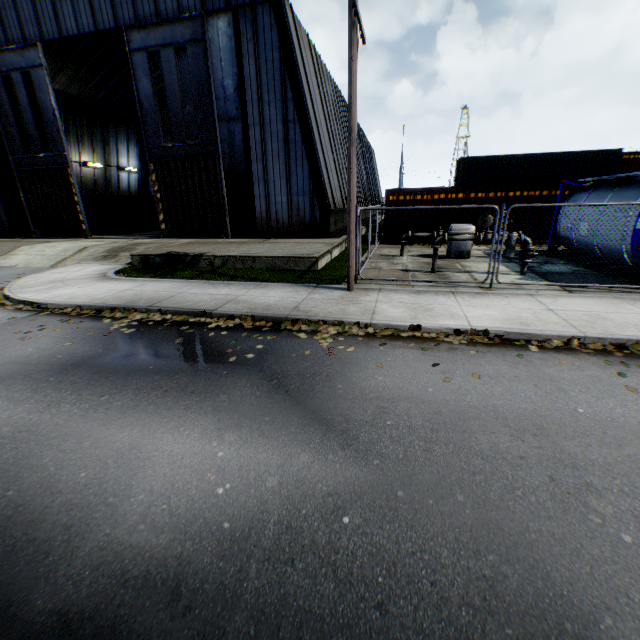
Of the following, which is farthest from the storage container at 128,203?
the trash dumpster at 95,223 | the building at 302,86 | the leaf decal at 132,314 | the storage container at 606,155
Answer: the storage container at 606,155

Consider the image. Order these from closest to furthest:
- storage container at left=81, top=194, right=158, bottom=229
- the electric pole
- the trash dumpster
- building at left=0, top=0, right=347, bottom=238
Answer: the electric pole, building at left=0, top=0, right=347, bottom=238, the trash dumpster, storage container at left=81, top=194, right=158, bottom=229

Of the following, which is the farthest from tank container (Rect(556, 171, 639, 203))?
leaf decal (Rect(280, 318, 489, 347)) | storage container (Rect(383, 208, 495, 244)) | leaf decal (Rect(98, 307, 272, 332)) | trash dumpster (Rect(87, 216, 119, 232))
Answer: trash dumpster (Rect(87, 216, 119, 232))

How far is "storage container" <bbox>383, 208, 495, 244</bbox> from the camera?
16.90m

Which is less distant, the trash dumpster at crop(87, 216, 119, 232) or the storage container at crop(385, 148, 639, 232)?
the storage container at crop(385, 148, 639, 232)

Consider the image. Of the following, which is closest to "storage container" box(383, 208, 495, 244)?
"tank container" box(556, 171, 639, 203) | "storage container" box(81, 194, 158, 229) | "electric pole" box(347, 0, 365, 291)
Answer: "tank container" box(556, 171, 639, 203)

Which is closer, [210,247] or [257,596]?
[257,596]

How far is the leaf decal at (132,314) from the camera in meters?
7.1 m
